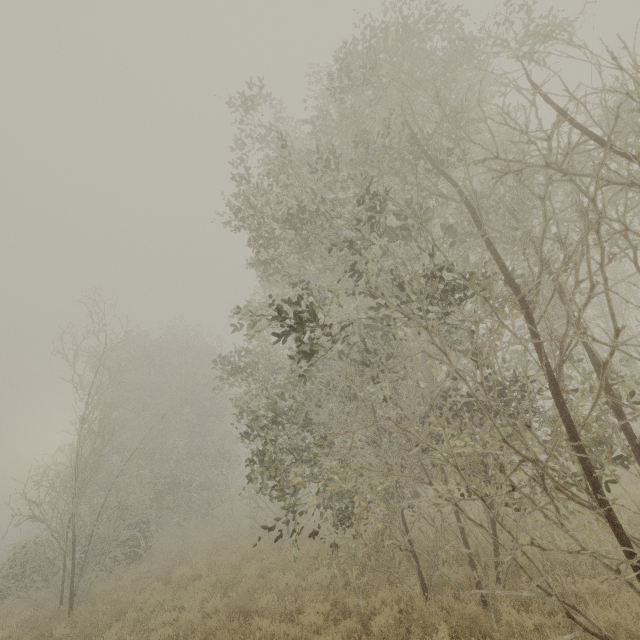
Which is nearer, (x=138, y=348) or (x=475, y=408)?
(x=475, y=408)
